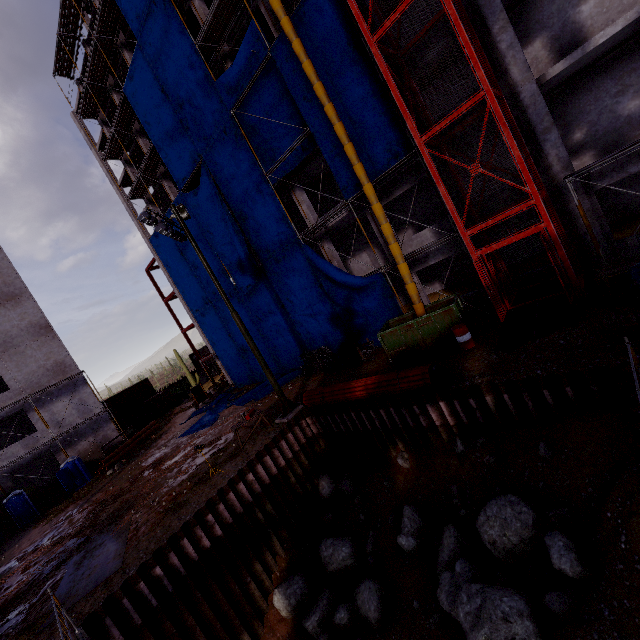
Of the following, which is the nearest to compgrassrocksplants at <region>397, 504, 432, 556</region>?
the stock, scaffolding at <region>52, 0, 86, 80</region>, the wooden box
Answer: the wooden box

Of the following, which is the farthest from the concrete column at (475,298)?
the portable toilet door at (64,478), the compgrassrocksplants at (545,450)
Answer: the portable toilet door at (64,478)

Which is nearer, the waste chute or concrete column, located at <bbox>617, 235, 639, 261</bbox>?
concrete column, located at <bbox>617, 235, 639, 261</bbox>

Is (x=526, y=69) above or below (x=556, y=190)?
above

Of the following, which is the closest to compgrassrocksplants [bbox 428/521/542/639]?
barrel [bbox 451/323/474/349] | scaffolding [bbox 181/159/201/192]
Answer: barrel [bbox 451/323/474/349]

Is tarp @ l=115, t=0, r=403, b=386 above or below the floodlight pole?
above

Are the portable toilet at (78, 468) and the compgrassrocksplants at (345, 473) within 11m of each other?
no

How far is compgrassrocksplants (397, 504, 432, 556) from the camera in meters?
9.9 m
